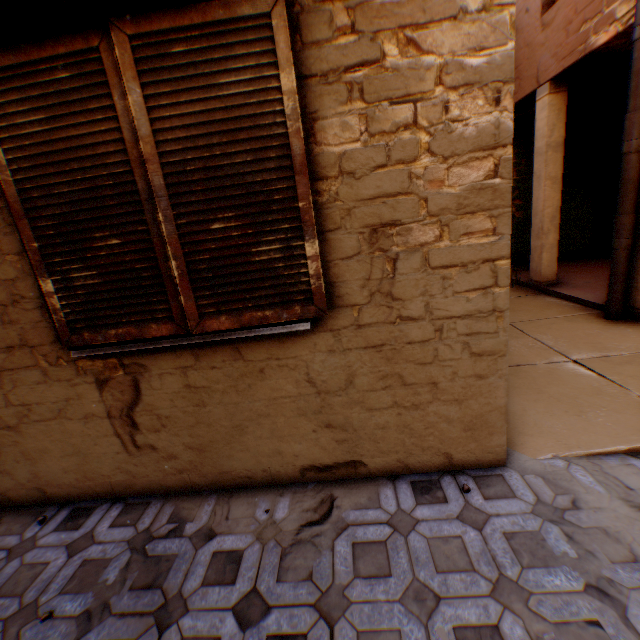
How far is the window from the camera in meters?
Answer: 1.9 m

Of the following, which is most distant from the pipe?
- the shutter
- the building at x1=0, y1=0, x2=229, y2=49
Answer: the shutter

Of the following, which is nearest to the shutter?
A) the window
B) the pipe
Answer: the window

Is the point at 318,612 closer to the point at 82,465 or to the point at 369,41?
the point at 82,465

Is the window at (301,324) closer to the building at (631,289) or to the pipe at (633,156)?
the building at (631,289)

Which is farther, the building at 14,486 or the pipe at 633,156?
the pipe at 633,156

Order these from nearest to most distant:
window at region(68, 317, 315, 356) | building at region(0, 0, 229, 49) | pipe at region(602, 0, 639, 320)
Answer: building at region(0, 0, 229, 49), window at region(68, 317, 315, 356), pipe at region(602, 0, 639, 320)

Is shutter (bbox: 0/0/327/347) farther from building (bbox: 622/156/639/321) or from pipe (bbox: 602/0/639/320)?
pipe (bbox: 602/0/639/320)
